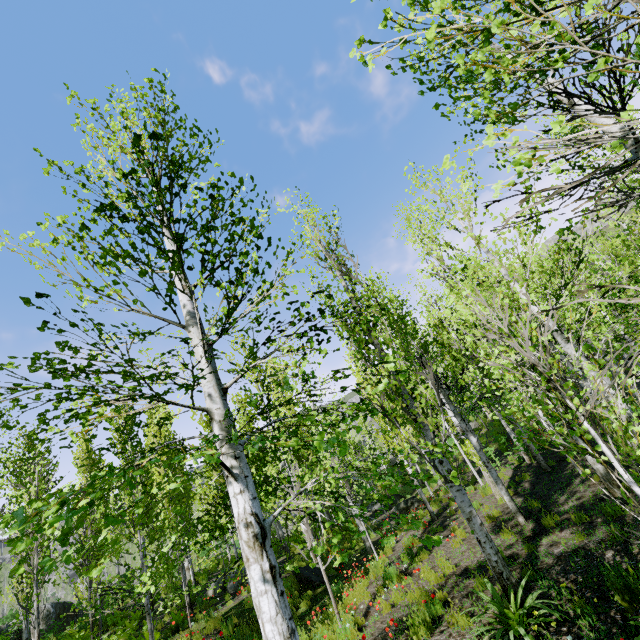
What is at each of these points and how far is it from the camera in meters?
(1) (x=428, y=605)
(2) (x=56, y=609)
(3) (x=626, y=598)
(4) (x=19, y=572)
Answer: (1) instancedfoliageactor, 6.2
(2) rock, 18.6
(3) instancedfoliageactor, 4.2
(4) instancedfoliageactor, 1.4

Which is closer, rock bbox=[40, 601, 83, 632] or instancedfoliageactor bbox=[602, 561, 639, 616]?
instancedfoliageactor bbox=[602, 561, 639, 616]

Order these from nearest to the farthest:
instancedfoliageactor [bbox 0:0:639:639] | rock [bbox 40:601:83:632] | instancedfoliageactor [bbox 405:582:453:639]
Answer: Answer:
1. instancedfoliageactor [bbox 0:0:639:639]
2. instancedfoliageactor [bbox 405:582:453:639]
3. rock [bbox 40:601:83:632]

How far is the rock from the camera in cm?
1798

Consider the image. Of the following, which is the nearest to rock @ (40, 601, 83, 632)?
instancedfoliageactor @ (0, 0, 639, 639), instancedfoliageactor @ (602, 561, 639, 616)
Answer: instancedfoliageactor @ (0, 0, 639, 639)

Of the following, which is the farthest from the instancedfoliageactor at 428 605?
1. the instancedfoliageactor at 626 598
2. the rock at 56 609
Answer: the instancedfoliageactor at 626 598
